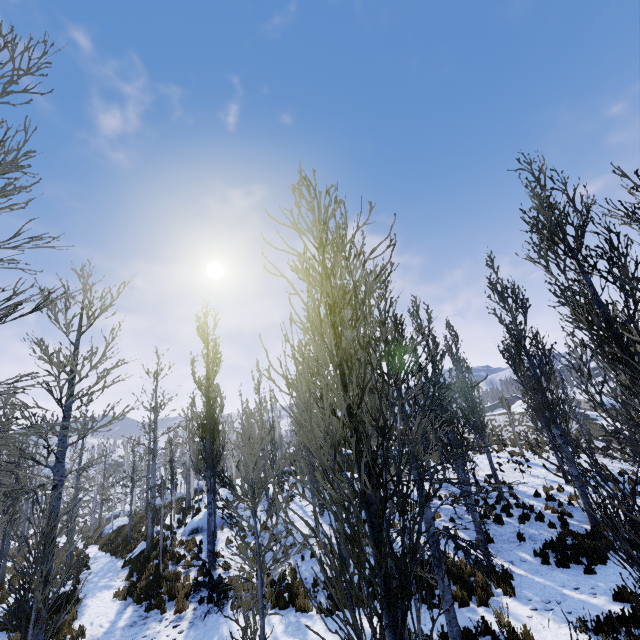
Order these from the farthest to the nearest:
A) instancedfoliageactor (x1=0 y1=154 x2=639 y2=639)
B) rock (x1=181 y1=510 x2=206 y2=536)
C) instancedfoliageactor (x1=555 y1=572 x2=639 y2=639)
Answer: rock (x1=181 y1=510 x2=206 y2=536), instancedfoliageactor (x1=555 y1=572 x2=639 y2=639), instancedfoliageactor (x1=0 y1=154 x2=639 y2=639)

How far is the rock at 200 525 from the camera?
18.9m

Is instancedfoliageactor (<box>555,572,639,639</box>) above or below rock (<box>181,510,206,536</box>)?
below

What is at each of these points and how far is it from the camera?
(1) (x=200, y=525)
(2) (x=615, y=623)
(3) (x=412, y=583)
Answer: (1) rock, 19.2m
(2) instancedfoliageactor, 7.0m
(3) instancedfoliageactor, 2.1m

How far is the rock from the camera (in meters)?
18.88

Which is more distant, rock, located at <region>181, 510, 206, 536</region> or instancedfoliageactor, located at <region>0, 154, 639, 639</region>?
rock, located at <region>181, 510, 206, 536</region>

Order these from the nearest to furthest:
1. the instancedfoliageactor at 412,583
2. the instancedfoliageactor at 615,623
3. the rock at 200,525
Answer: the instancedfoliageactor at 412,583 < the instancedfoliageactor at 615,623 < the rock at 200,525

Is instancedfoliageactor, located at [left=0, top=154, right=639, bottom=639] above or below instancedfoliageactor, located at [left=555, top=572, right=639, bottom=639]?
above
